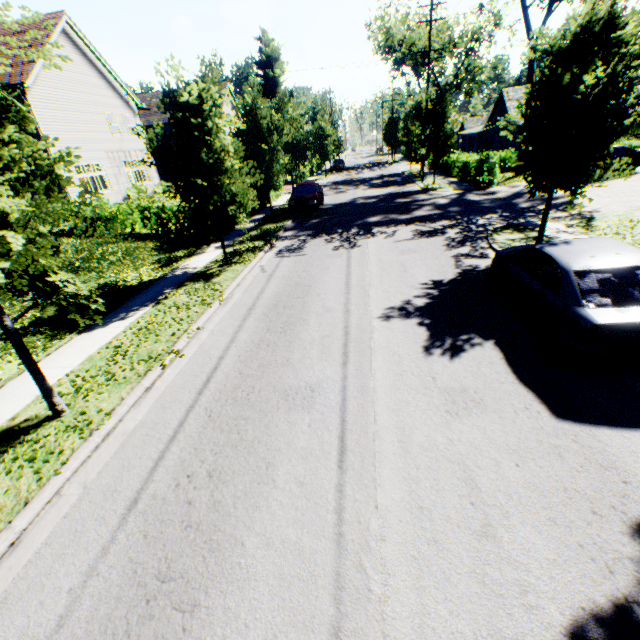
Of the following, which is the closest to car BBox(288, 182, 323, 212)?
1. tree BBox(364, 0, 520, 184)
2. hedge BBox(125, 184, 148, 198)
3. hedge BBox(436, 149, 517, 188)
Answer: tree BBox(364, 0, 520, 184)

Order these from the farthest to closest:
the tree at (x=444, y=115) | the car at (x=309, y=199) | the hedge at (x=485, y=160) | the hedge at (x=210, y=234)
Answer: the tree at (x=444, y=115) < the hedge at (x=485, y=160) < the car at (x=309, y=199) < the hedge at (x=210, y=234)

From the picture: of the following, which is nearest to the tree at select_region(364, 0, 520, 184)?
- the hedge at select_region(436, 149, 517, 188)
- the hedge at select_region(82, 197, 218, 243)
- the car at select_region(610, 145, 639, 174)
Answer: the hedge at select_region(82, 197, 218, 243)

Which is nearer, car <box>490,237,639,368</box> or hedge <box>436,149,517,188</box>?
car <box>490,237,639,368</box>

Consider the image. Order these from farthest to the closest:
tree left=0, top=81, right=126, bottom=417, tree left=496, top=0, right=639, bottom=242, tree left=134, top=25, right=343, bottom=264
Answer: tree left=134, top=25, right=343, bottom=264
tree left=496, top=0, right=639, bottom=242
tree left=0, top=81, right=126, bottom=417

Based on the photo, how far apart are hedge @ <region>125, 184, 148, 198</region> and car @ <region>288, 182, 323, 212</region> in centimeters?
1309cm

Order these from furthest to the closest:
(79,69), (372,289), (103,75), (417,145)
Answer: (417,145)
(103,75)
(79,69)
(372,289)

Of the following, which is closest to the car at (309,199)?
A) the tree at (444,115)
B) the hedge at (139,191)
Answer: the tree at (444,115)
